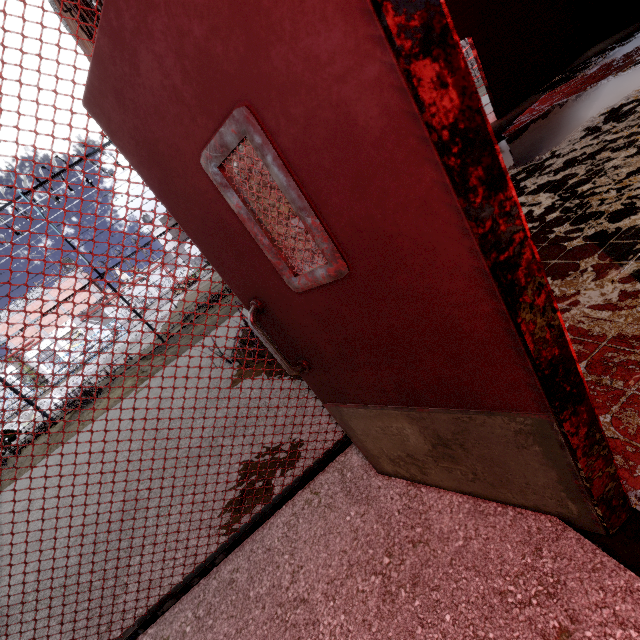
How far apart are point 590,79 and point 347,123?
9.4 meters

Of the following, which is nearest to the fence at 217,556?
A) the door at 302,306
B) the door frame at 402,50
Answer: the door at 302,306

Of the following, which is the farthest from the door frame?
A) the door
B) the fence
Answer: the fence

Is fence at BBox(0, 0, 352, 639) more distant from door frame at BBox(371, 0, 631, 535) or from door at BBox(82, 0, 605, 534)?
door frame at BBox(371, 0, 631, 535)

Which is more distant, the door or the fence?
the fence
